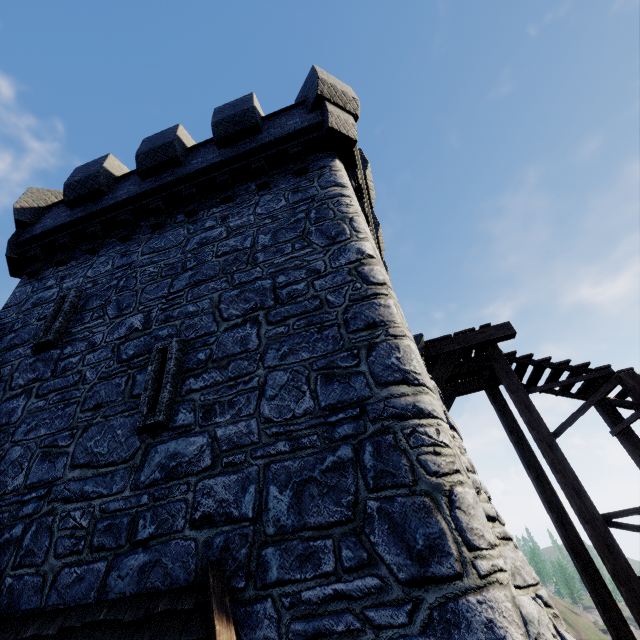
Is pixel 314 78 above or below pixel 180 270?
above

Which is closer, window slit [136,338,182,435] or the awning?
the awning

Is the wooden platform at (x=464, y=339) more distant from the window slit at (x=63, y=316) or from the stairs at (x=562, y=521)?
the window slit at (x=63, y=316)

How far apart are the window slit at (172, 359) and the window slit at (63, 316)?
2.6 meters

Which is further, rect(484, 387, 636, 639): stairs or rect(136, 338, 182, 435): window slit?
rect(484, 387, 636, 639): stairs

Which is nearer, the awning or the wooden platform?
the awning

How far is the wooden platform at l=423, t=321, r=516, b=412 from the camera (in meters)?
7.31

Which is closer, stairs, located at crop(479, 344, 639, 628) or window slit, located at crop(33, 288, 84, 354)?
stairs, located at crop(479, 344, 639, 628)
